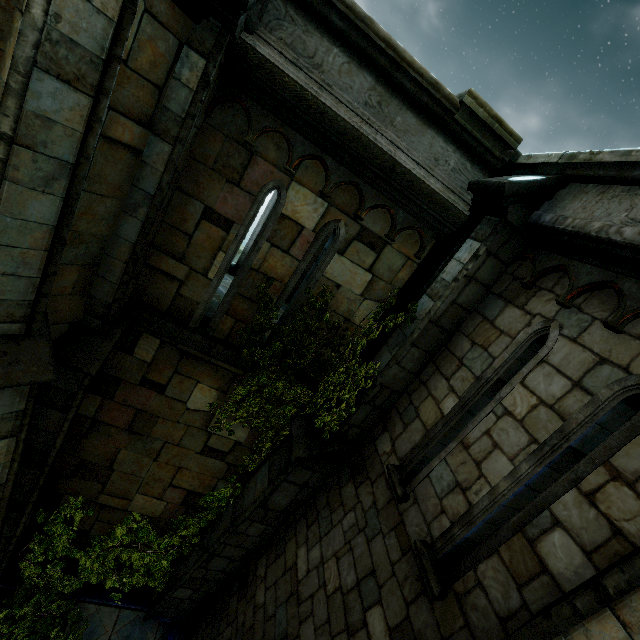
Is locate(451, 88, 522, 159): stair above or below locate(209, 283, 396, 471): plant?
above

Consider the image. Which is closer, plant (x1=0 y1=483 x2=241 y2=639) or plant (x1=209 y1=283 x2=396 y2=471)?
plant (x1=209 y1=283 x2=396 y2=471)

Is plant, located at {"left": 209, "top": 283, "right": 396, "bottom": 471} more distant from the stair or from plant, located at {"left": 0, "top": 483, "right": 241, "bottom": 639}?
the stair

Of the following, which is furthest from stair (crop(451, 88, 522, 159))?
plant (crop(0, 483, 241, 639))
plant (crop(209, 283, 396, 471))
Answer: plant (crop(0, 483, 241, 639))

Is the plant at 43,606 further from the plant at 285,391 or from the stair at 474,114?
the stair at 474,114

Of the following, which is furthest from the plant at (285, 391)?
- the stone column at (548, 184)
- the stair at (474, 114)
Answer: the stair at (474, 114)

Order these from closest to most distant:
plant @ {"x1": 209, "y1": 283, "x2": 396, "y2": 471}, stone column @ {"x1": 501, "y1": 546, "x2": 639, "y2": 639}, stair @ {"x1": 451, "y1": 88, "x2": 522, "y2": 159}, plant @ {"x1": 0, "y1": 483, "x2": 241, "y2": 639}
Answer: stone column @ {"x1": 501, "y1": 546, "x2": 639, "y2": 639}, stair @ {"x1": 451, "y1": 88, "x2": 522, "y2": 159}, plant @ {"x1": 209, "y1": 283, "x2": 396, "y2": 471}, plant @ {"x1": 0, "y1": 483, "x2": 241, "y2": 639}

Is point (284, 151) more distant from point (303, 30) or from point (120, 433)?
point (120, 433)
